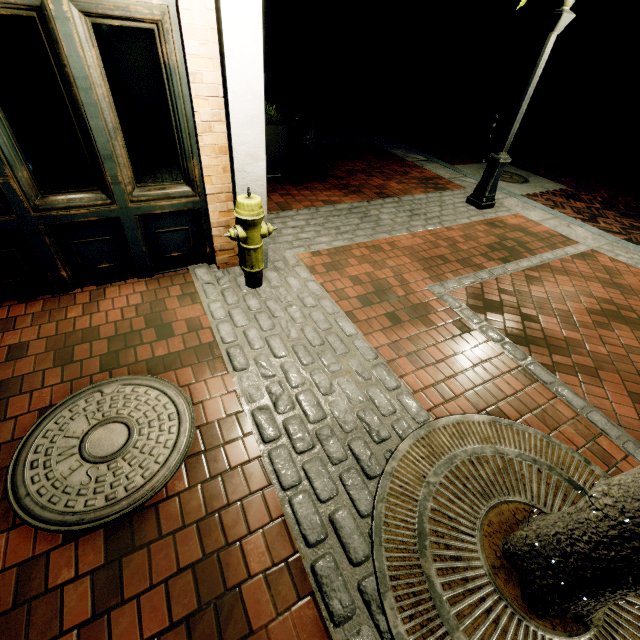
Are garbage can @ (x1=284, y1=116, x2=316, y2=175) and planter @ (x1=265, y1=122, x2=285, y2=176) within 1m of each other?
yes

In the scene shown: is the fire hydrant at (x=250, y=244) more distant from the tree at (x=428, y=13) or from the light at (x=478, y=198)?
the light at (x=478, y=198)

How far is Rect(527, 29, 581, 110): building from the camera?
16.78m

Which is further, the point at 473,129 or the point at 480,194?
the point at 473,129

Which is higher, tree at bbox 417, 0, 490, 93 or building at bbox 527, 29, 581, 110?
tree at bbox 417, 0, 490, 93

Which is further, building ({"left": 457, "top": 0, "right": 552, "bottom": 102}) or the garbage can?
building ({"left": 457, "top": 0, "right": 552, "bottom": 102})

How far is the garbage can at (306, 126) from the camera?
5.80m

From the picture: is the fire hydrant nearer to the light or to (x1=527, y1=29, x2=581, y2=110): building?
(x1=527, y1=29, x2=581, y2=110): building
